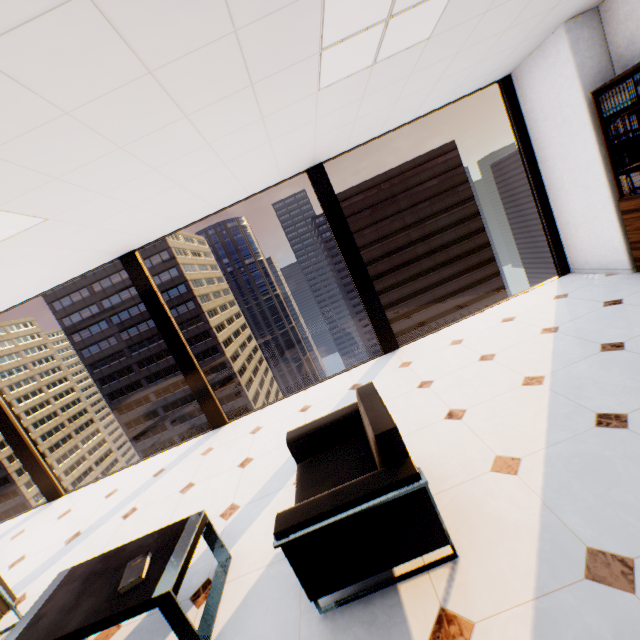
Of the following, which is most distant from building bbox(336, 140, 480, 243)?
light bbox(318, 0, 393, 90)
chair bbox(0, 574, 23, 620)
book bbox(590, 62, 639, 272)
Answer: chair bbox(0, 574, 23, 620)

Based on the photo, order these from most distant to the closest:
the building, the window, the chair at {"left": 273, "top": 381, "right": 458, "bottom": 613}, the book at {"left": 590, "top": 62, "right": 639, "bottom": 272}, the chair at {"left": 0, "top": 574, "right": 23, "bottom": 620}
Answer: the building → the window → the book at {"left": 590, "top": 62, "right": 639, "bottom": 272} → the chair at {"left": 0, "top": 574, "right": 23, "bottom": 620} → the chair at {"left": 273, "top": 381, "right": 458, "bottom": 613}

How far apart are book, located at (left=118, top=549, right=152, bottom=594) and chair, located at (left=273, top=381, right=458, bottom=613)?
1.02m

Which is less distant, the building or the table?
the table

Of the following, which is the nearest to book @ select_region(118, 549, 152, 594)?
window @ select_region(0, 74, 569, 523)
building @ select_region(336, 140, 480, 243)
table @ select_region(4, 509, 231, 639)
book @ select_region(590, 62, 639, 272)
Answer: table @ select_region(4, 509, 231, 639)

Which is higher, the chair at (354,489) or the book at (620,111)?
the book at (620,111)

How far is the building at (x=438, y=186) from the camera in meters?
58.2 m

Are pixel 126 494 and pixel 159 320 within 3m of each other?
yes
